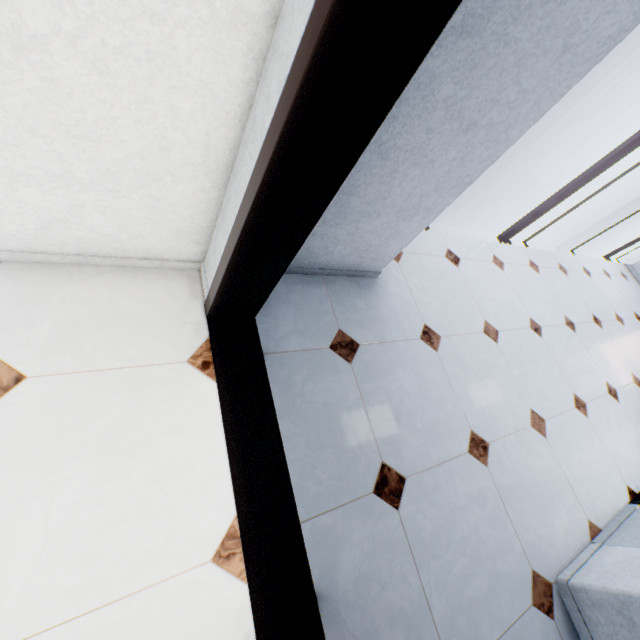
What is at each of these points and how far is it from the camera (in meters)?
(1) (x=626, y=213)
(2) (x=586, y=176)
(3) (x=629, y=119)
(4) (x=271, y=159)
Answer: (1) building, 56.16
(2) window, 3.59
(3) building, 55.41
(4) door, 0.84

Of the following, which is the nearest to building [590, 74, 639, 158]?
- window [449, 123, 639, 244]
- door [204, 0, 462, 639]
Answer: window [449, 123, 639, 244]

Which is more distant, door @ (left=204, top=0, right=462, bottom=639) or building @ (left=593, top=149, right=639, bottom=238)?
building @ (left=593, top=149, right=639, bottom=238)

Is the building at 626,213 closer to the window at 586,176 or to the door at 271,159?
the window at 586,176

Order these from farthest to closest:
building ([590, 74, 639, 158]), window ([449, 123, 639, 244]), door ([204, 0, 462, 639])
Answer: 1. building ([590, 74, 639, 158])
2. window ([449, 123, 639, 244])
3. door ([204, 0, 462, 639])

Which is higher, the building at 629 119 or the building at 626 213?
the building at 629 119
